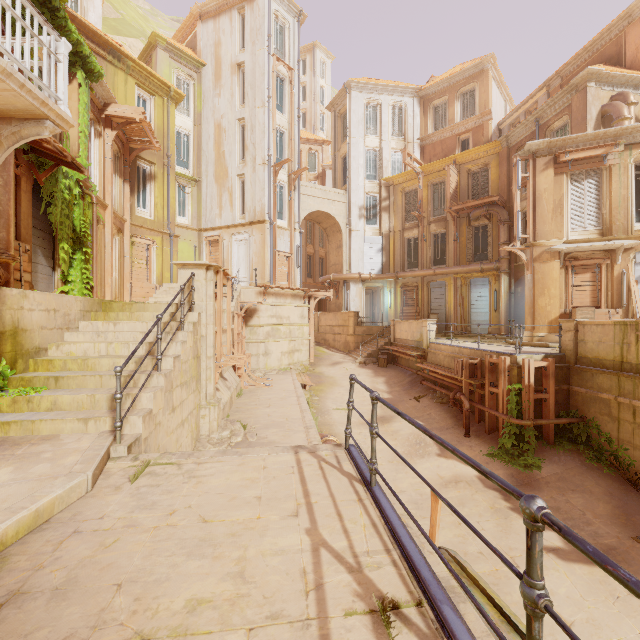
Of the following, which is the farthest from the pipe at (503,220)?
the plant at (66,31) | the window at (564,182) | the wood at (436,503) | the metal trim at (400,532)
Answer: the wood at (436,503)

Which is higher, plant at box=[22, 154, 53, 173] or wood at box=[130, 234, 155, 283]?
plant at box=[22, 154, 53, 173]

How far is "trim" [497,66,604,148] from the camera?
15.4 meters

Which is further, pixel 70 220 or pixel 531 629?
pixel 70 220

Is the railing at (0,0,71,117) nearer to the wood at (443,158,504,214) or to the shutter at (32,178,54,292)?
the shutter at (32,178,54,292)

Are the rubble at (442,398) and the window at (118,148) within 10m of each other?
no

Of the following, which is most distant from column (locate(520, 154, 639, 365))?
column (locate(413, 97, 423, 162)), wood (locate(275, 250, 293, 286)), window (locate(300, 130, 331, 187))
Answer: window (locate(300, 130, 331, 187))

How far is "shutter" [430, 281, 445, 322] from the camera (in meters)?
24.31
